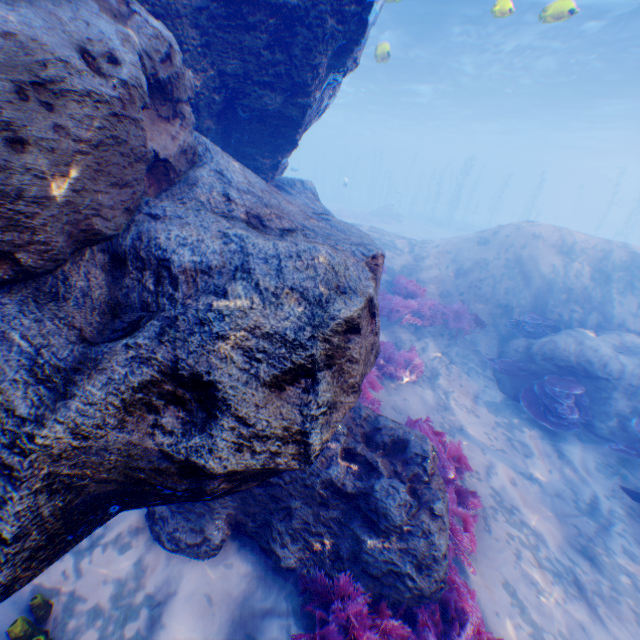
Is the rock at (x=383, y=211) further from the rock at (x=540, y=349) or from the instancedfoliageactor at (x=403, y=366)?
the instancedfoliageactor at (x=403, y=366)

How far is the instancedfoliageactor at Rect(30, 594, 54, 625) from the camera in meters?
2.7 m

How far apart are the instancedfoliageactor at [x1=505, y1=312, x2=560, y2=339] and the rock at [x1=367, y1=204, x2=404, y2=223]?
27.3m

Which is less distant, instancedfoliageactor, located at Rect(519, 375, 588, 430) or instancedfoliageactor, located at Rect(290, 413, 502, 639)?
instancedfoliageactor, located at Rect(290, 413, 502, 639)

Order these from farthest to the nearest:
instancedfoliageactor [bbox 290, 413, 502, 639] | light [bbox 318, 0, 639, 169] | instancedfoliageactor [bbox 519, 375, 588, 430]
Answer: light [bbox 318, 0, 639, 169] < instancedfoliageactor [bbox 519, 375, 588, 430] < instancedfoliageactor [bbox 290, 413, 502, 639]

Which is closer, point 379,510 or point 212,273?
point 212,273

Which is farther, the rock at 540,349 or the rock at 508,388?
the rock at 508,388

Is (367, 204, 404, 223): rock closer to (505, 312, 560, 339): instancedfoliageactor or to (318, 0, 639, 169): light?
(318, 0, 639, 169): light
